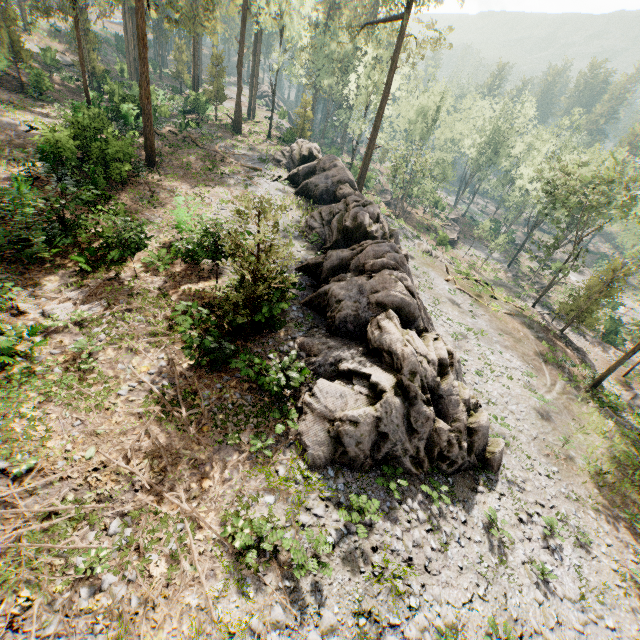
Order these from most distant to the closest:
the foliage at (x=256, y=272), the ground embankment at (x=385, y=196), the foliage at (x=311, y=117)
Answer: the ground embankment at (x=385, y=196) → the foliage at (x=311, y=117) → the foliage at (x=256, y=272)

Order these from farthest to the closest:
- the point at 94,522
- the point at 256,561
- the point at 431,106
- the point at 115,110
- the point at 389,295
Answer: the point at 431,106 → the point at 115,110 → the point at 389,295 → the point at 256,561 → the point at 94,522

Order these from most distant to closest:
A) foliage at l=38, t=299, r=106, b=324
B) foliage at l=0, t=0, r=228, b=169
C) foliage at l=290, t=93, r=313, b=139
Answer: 1. foliage at l=290, t=93, r=313, b=139
2. foliage at l=0, t=0, r=228, b=169
3. foliage at l=38, t=299, r=106, b=324

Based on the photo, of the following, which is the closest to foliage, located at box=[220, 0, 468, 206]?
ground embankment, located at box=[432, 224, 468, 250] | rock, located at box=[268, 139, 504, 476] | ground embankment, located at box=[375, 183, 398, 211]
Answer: rock, located at box=[268, 139, 504, 476]

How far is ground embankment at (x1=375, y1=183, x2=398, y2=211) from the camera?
53.33m

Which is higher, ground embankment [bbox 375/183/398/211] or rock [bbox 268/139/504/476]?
rock [bbox 268/139/504/476]

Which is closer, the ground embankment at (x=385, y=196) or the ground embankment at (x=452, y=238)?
the ground embankment at (x=452, y=238)
